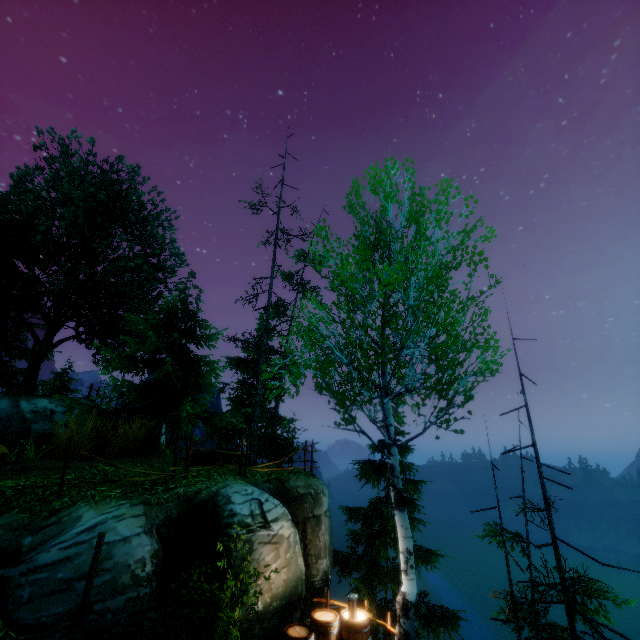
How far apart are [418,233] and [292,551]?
9.28m
